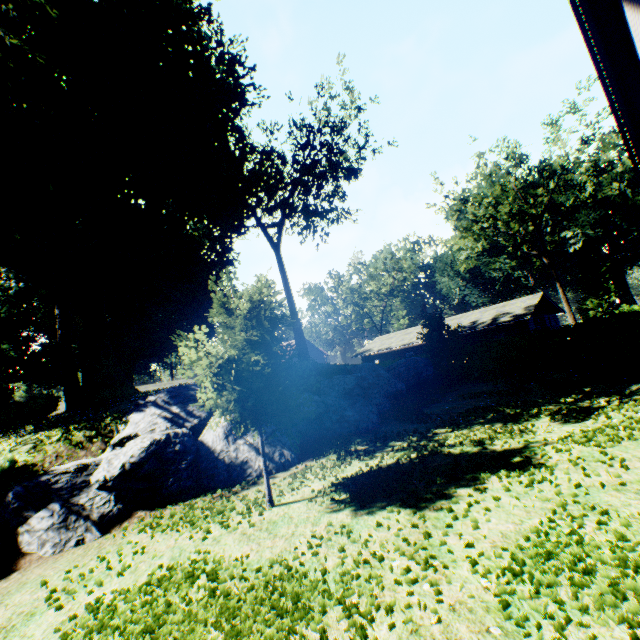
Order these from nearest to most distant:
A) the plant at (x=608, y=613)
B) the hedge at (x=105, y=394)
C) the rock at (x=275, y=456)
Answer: the plant at (x=608, y=613) < the rock at (x=275, y=456) < the hedge at (x=105, y=394)

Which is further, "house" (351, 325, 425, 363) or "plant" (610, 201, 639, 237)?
"plant" (610, 201, 639, 237)

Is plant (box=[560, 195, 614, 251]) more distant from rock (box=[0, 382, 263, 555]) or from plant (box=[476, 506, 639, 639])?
rock (box=[0, 382, 263, 555])

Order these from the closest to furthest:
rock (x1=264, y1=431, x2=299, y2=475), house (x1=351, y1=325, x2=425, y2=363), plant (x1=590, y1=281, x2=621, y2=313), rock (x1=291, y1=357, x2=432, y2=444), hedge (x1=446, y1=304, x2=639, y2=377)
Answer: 1. rock (x1=264, y1=431, x2=299, y2=475)
2. rock (x1=291, y1=357, x2=432, y2=444)
3. hedge (x1=446, y1=304, x2=639, y2=377)
4. house (x1=351, y1=325, x2=425, y2=363)
5. plant (x1=590, y1=281, x2=621, y2=313)

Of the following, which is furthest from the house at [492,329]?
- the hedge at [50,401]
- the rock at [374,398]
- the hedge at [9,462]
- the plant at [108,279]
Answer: the hedge at [9,462]

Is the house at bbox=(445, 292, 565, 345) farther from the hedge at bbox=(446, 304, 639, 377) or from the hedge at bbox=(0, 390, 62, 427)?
the hedge at bbox=(0, 390, 62, 427)

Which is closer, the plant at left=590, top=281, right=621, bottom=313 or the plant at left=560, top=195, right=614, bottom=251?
the plant at left=560, top=195, right=614, bottom=251

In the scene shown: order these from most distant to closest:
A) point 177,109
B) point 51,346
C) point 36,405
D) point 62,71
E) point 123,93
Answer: point 51,346
point 177,109
point 123,93
point 62,71
point 36,405
